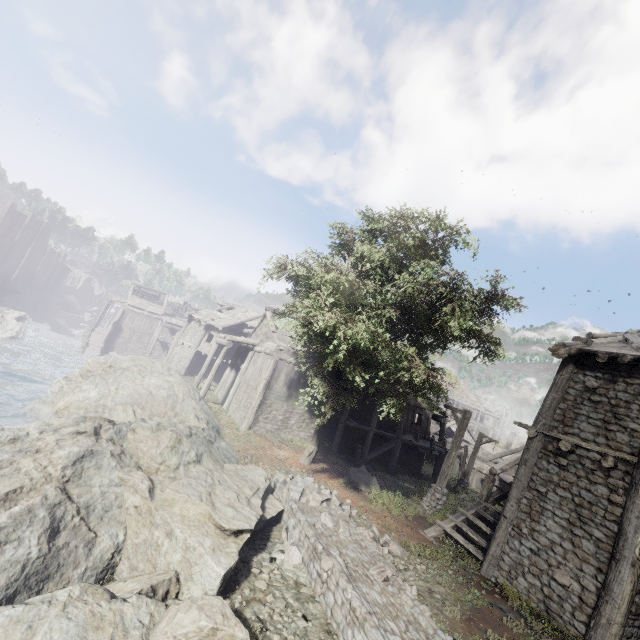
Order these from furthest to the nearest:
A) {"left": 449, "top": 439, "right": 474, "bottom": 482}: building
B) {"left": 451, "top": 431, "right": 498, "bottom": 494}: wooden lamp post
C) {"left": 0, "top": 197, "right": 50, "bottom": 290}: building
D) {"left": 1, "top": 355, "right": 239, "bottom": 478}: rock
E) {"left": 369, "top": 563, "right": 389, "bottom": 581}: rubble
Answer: {"left": 0, "top": 197, "right": 50, "bottom": 290}: building, {"left": 449, "top": 439, "right": 474, "bottom": 482}: building, {"left": 451, "top": 431, "right": 498, "bottom": 494}: wooden lamp post, {"left": 1, "top": 355, "right": 239, "bottom": 478}: rock, {"left": 369, "top": 563, "right": 389, "bottom": 581}: rubble

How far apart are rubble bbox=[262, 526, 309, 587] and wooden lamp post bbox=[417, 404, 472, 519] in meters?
6.9

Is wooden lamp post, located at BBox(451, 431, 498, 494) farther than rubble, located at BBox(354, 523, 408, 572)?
Yes

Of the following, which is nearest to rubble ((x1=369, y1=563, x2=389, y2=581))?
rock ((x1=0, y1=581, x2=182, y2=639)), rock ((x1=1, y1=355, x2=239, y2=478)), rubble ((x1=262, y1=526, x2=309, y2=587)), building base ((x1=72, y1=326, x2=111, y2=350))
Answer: rubble ((x1=262, y1=526, x2=309, y2=587))

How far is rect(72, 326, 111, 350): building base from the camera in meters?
39.0

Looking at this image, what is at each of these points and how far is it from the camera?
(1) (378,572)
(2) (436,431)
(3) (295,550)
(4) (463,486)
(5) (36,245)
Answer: (1) rubble, 7.6m
(2) building, 38.5m
(3) rubble, 8.1m
(4) wooden lamp post, 23.0m
(5) building, 58.3m

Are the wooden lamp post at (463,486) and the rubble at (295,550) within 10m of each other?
no

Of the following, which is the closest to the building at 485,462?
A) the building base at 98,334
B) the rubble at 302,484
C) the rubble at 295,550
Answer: the building base at 98,334
